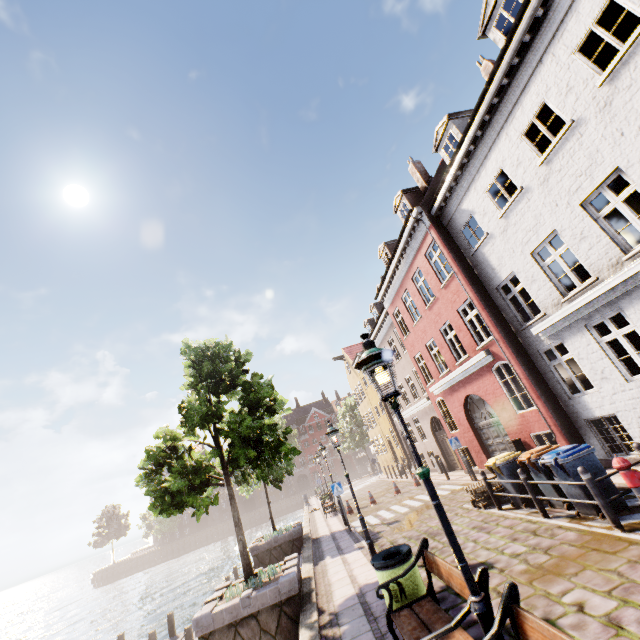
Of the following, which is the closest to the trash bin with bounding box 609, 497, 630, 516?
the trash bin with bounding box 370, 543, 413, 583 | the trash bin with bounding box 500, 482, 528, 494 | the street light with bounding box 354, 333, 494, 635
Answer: the trash bin with bounding box 500, 482, 528, 494

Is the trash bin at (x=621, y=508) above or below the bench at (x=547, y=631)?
below

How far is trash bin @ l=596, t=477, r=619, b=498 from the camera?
6.6m

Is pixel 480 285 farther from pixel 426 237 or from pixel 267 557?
pixel 267 557

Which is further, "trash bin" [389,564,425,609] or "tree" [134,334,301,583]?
"tree" [134,334,301,583]

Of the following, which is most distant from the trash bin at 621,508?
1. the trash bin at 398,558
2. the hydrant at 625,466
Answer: the trash bin at 398,558

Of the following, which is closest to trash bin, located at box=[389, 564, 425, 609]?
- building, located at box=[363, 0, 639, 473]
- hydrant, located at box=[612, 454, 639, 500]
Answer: hydrant, located at box=[612, 454, 639, 500]

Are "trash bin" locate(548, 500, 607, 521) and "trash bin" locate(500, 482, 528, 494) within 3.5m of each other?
yes
